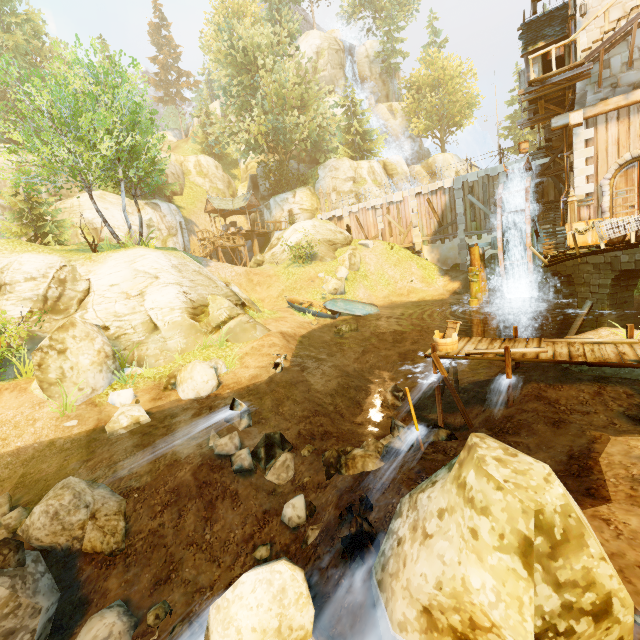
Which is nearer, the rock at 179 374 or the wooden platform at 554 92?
the rock at 179 374

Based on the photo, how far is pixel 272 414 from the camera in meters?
9.4

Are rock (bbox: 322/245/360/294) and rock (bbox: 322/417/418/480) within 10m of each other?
no

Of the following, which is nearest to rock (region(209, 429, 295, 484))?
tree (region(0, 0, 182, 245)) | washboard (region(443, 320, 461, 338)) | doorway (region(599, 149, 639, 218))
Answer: washboard (region(443, 320, 461, 338))

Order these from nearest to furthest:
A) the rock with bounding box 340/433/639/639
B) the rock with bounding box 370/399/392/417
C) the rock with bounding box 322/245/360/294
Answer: the rock with bounding box 340/433/639/639 → the rock with bounding box 370/399/392/417 → the rock with bounding box 322/245/360/294

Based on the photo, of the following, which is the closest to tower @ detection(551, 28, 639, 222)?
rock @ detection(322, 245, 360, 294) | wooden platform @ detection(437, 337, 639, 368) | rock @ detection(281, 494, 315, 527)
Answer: wooden platform @ detection(437, 337, 639, 368)

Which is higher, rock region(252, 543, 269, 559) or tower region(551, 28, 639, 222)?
tower region(551, 28, 639, 222)

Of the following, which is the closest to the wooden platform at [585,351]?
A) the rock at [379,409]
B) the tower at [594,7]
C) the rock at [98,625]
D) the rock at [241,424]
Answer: the rock at [379,409]
